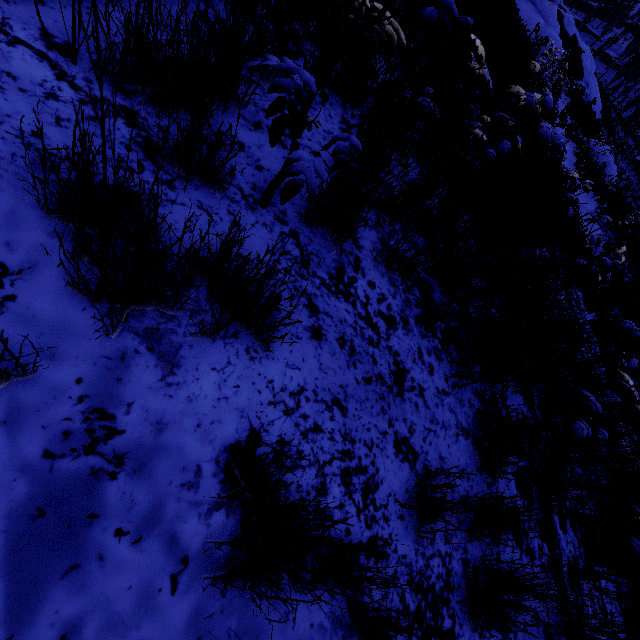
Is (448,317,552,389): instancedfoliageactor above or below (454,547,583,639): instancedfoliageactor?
above

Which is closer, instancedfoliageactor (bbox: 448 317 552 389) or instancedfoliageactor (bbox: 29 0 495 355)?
instancedfoliageactor (bbox: 29 0 495 355)

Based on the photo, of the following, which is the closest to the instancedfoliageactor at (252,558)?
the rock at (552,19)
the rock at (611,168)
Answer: the rock at (552,19)

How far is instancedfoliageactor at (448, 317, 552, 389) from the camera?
2.1m

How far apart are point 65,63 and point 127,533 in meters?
1.7 m

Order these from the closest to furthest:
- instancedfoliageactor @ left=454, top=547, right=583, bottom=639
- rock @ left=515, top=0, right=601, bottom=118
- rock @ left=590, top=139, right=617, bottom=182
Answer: instancedfoliageactor @ left=454, top=547, right=583, bottom=639 < rock @ left=515, top=0, right=601, bottom=118 < rock @ left=590, top=139, right=617, bottom=182

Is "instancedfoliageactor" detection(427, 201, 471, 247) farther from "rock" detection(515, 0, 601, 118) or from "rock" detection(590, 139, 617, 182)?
"rock" detection(590, 139, 617, 182)
